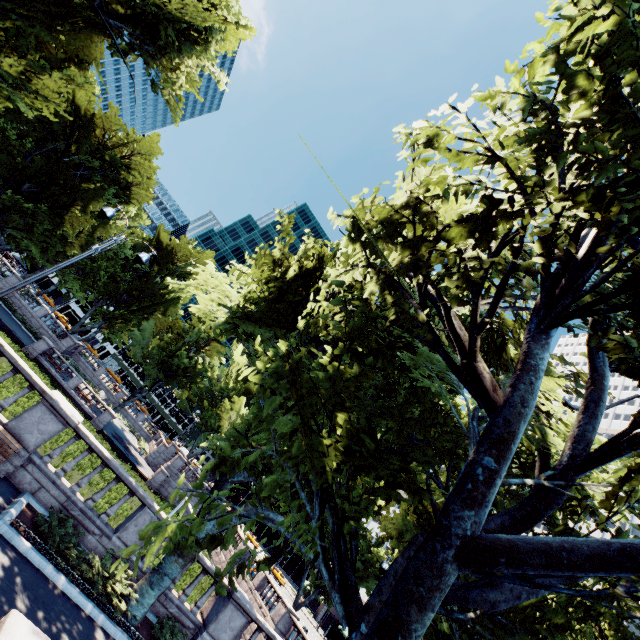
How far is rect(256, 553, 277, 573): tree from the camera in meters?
5.7

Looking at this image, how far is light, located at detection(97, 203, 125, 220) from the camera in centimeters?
1103cm

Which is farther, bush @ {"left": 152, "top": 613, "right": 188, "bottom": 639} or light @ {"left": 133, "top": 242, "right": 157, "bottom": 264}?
light @ {"left": 133, "top": 242, "right": 157, "bottom": 264}

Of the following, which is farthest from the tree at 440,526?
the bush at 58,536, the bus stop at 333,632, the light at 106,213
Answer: the bus stop at 333,632

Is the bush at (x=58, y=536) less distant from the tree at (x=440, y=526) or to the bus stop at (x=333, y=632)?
the tree at (x=440, y=526)

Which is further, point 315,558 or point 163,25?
point 163,25

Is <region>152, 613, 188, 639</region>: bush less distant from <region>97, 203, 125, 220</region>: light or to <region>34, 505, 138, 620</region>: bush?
<region>34, 505, 138, 620</region>: bush
